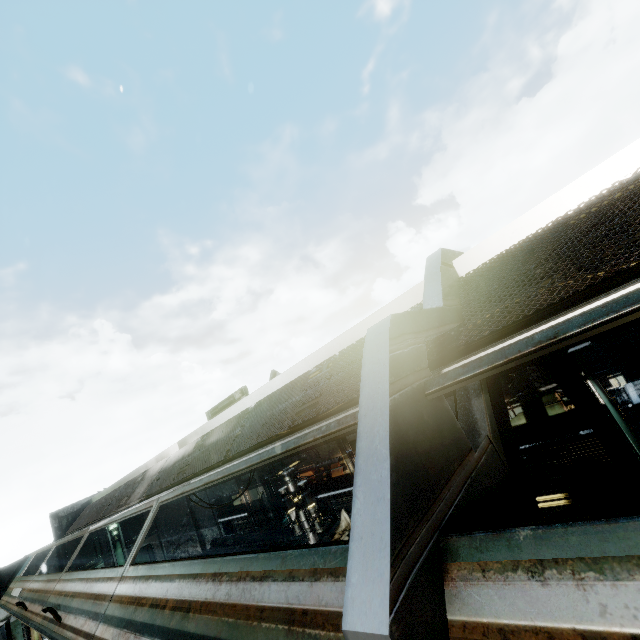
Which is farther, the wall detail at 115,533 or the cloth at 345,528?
the wall detail at 115,533

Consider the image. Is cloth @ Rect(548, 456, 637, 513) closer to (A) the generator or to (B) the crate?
(B) the crate

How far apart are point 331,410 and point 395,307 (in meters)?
1.43

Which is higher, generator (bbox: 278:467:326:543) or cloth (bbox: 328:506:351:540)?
generator (bbox: 278:467:326:543)

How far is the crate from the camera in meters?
6.8 m

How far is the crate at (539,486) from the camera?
6.8 meters

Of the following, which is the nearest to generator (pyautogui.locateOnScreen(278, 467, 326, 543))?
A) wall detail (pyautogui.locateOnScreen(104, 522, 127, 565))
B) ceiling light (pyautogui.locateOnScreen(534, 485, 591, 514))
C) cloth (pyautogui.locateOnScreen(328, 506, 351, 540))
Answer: cloth (pyautogui.locateOnScreen(328, 506, 351, 540))
